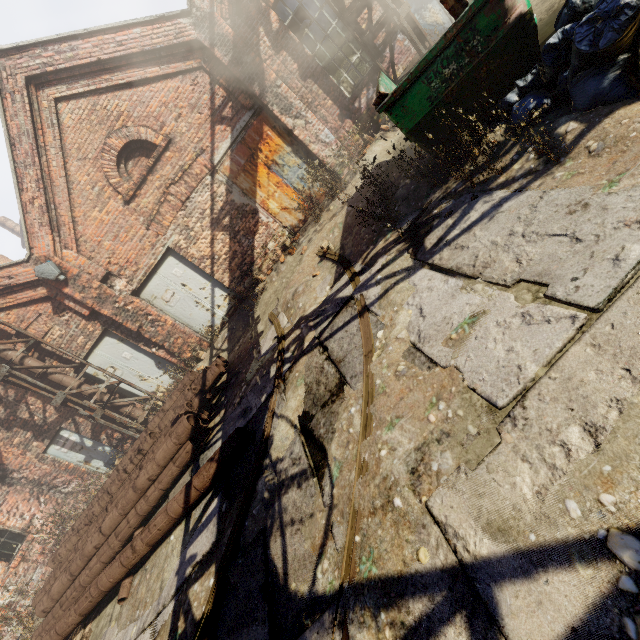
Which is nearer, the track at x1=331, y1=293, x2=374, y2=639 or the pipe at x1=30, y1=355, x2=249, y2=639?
the track at x1=331, y1=293, x2=374, y2=639

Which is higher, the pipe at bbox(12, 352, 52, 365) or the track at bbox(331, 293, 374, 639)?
the pipe at bbox(12, 352, 52, 365)

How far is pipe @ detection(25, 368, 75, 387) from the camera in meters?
8.4 m

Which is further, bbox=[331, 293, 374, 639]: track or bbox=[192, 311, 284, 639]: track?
bbox=[192, 311, 284, 639]: track

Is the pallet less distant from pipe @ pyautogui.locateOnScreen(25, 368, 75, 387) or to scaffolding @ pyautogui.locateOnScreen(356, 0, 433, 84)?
pipe @ pyautogui.locateOnScreen(25, 368, 75, 387)

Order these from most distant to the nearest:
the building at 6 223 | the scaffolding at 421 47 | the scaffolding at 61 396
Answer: the building at 6 223 < the scaffolding at 61 396 < the scaffolding at 421 47

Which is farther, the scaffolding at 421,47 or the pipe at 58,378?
the pipe at 58,378

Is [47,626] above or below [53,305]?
below
